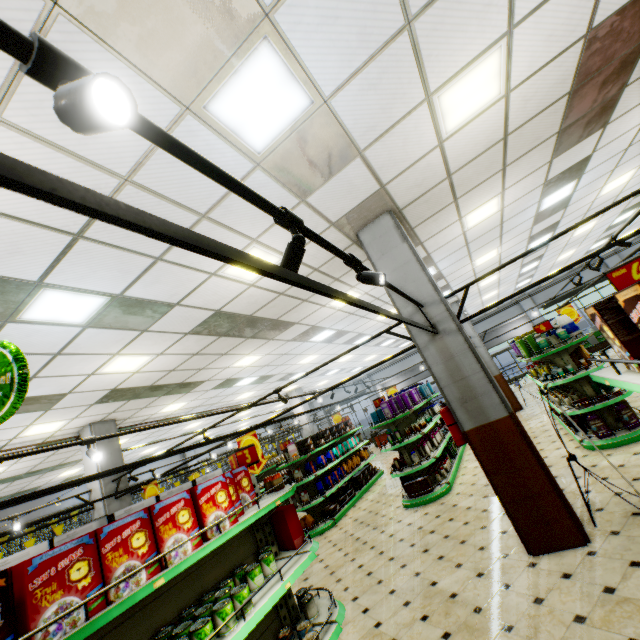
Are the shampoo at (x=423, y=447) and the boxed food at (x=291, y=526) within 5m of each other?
no

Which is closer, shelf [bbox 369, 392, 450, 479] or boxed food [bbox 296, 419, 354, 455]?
shelf [bbox 369, 392, 450, 479]

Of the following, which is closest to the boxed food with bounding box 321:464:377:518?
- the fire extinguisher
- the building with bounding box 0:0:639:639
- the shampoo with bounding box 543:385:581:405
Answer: the building with bounding box 0:0:639:639

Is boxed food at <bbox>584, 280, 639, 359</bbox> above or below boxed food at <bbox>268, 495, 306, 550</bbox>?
above

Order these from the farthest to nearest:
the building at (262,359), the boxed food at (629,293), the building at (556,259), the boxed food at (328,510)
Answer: the building at (556,259)
the boxed food at (328,510)
the building at (262,359)
the boxed food at (629,293)

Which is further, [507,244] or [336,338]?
[336,338]

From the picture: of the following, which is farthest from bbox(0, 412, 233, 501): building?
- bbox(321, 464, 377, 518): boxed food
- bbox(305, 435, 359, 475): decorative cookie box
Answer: bbox(305, 435, 359, 475): decorative cookie box

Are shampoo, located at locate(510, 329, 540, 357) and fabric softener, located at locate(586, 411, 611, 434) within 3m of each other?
yes
